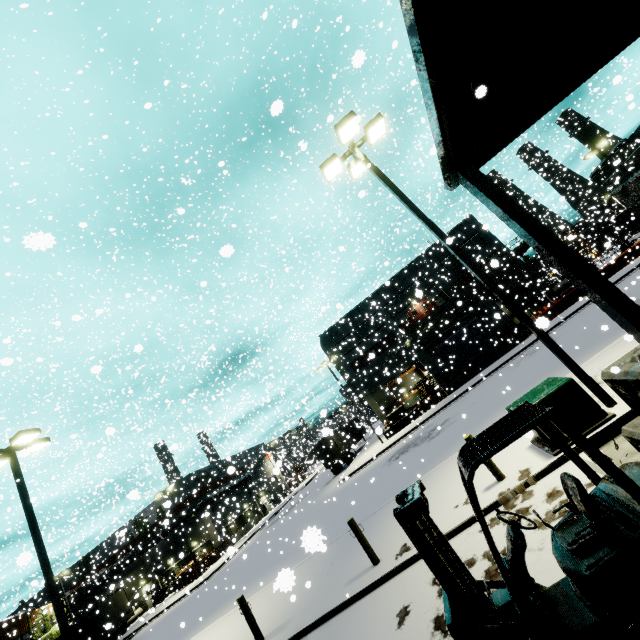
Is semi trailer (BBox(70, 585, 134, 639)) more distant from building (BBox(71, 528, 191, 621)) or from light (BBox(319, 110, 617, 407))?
light (BBox(319, 110, 617, 407))

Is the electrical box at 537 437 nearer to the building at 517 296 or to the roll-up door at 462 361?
the building at 517 296

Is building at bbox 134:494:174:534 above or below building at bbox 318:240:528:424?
above

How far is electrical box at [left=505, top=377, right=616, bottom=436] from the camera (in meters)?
6.84

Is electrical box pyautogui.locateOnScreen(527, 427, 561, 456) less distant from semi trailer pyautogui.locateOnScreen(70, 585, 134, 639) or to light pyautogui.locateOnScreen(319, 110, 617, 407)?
light pyautogui.locateOnScreen(319, 110, 617, 407)

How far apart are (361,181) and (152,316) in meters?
43.5 m

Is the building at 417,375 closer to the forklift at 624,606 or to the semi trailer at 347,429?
the semi trailer at 347,429

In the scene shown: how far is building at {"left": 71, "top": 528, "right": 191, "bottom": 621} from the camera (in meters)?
42.66
